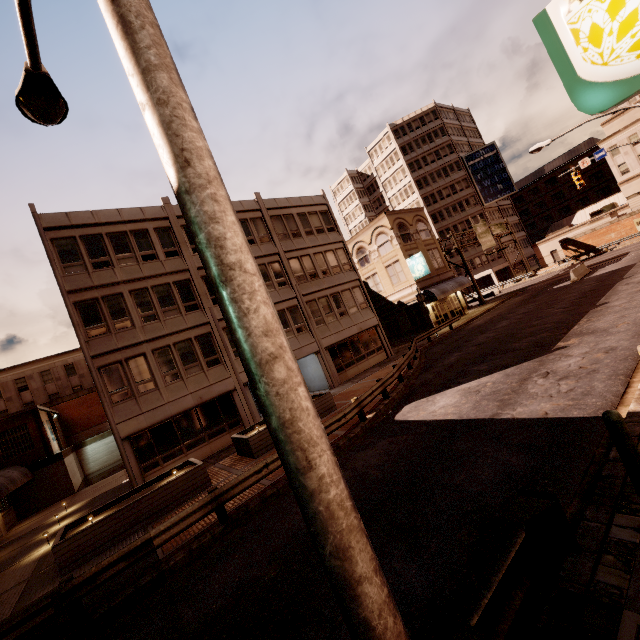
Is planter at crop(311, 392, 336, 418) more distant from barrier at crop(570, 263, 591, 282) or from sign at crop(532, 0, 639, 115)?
barrier at crop(570, 263, 591, 282)

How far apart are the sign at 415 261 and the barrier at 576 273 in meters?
11.7 m

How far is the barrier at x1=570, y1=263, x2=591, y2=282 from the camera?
28.3 meters

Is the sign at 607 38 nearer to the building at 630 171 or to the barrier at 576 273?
the barrier at 576 273

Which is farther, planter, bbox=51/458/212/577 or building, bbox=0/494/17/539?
building, bbox=0/494/17/539

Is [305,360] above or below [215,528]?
above

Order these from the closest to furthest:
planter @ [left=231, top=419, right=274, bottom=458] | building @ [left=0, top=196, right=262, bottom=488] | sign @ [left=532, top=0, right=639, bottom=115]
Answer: sign @ [left=532, top=0, right=639, bottom=115]
planter @ [left=231, top=419, right=274, bottom=458]
building @ [left=0, top=196, right=262, bottom=488]

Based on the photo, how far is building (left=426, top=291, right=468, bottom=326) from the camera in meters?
33.6
